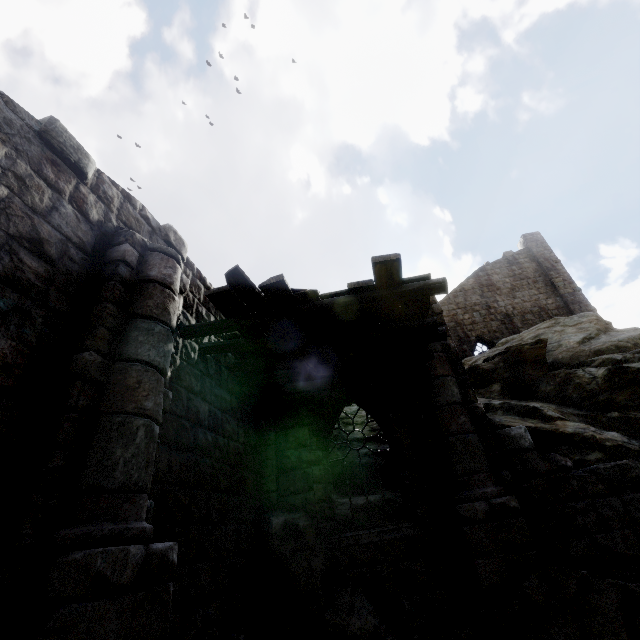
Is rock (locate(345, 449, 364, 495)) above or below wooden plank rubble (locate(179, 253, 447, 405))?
below

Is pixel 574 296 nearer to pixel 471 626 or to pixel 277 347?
pixel 471 626

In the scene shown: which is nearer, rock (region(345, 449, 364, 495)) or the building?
the building

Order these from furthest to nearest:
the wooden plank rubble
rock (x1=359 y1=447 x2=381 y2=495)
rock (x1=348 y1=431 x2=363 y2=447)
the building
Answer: rock (x1=348 y1=431 x2=363 y2=447), rock (x1=359 y1=447 x2=381 y2=495), the wooden plank rubble, the building

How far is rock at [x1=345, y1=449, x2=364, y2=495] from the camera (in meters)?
8.96

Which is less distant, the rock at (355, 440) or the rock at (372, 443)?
the rock at (372, 443)
